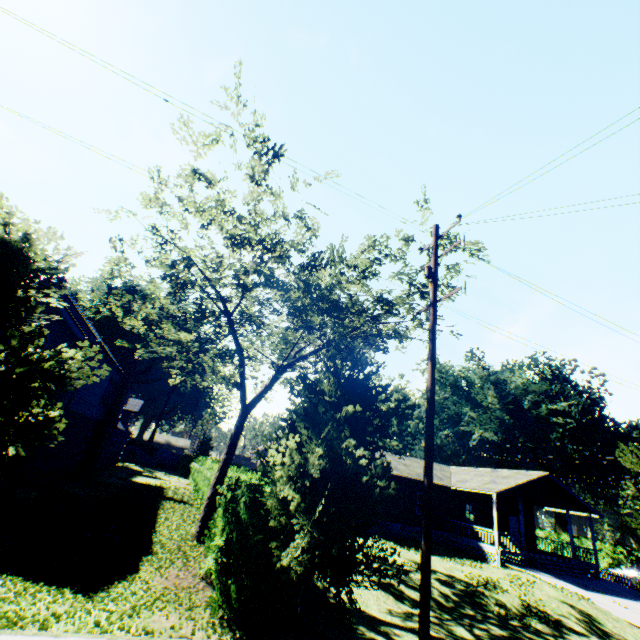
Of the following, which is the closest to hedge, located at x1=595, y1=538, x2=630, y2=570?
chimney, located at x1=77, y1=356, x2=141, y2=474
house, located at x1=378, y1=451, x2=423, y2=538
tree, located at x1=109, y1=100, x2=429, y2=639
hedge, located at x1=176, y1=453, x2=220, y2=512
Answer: house, located at x1=378, y1=451, x2=423, y2=538

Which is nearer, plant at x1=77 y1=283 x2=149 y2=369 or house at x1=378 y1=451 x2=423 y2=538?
house at x1=378 y1=451 x2=423 y2=538

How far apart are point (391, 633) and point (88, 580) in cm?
861

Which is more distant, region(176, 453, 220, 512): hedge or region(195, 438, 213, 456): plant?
region(195, 438, 213, 456): plant

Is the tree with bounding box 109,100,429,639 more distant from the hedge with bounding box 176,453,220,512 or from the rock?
the rock

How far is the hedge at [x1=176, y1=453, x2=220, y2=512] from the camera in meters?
18.0 m

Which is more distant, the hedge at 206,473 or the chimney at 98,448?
the chimney at 98,448

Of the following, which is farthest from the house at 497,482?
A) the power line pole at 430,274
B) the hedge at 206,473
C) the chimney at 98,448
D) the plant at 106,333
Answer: the plant at 106,333
